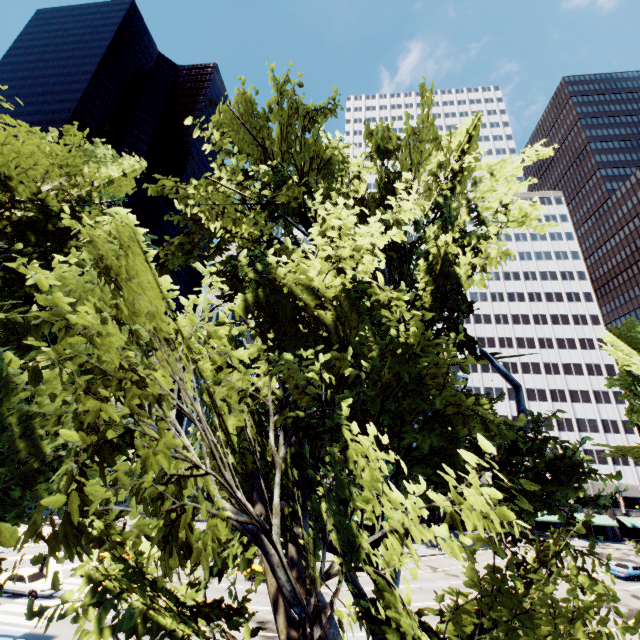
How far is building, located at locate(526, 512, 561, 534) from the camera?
54.27m

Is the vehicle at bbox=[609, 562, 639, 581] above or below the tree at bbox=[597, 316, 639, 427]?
below

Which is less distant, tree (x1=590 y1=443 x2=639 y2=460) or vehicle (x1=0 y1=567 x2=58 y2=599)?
tree (x1=590 y1=443 x2=639 y2=460)

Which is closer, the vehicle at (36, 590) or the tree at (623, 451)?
the tree at (623, 451)

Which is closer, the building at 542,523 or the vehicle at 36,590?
the vehicle at 36,590

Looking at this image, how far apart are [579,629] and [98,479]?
8.89m

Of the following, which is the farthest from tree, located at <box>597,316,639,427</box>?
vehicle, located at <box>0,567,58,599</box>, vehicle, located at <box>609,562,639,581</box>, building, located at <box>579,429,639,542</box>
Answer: vehicle, located at <box>609,562,639,581</box>
